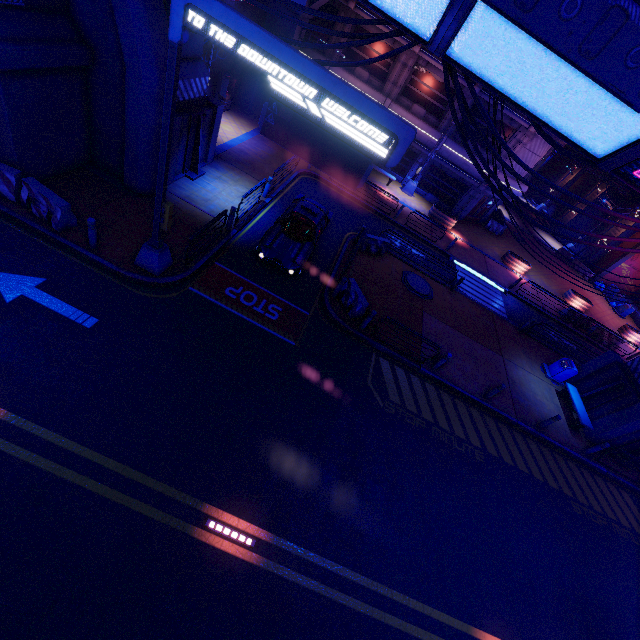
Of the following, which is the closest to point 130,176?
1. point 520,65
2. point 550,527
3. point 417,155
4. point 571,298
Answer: point 520,65

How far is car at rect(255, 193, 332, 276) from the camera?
12.8m

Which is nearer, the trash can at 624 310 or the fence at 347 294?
the fence at 347 294

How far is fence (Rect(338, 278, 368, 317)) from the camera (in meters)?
13.11

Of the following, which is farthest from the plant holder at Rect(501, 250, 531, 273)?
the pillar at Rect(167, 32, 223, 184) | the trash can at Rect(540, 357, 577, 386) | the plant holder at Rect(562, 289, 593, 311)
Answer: the pillar at Rect(167, 32, 223, 184)

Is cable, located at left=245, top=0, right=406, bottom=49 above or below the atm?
above

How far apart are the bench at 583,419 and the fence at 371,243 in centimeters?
1147cm

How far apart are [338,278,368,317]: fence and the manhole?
4.1m
